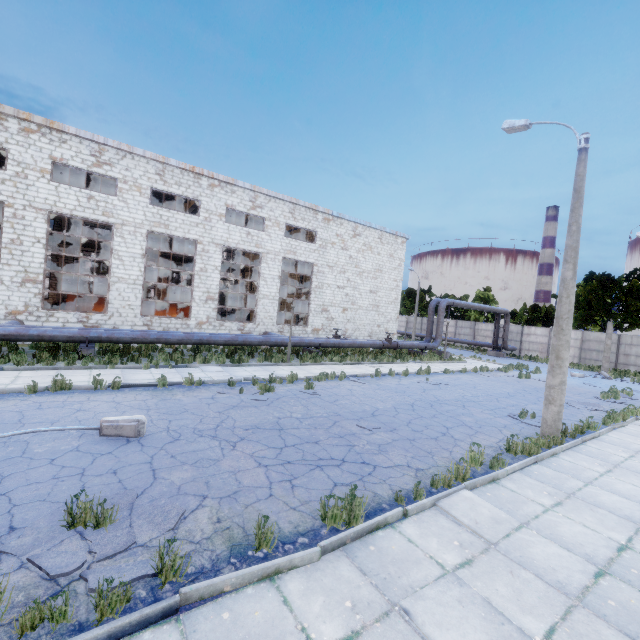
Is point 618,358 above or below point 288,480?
above

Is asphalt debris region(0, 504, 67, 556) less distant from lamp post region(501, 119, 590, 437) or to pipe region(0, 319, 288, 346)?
lamp post region(501, 119, 590, 437)

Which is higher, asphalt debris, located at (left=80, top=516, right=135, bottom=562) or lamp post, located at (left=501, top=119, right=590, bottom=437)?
lamp post, located at (left=501, top=119, right=590, bottom=437)

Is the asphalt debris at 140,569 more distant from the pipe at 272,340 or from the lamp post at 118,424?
the pipe at 272,340

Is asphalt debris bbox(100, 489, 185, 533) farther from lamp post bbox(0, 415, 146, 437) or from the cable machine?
the cable machine

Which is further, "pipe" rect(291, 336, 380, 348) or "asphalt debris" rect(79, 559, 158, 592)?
"pipe" rect(291, 336, 380, 348)

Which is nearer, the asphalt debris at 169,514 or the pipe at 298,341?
the asphalt debris at 169,514

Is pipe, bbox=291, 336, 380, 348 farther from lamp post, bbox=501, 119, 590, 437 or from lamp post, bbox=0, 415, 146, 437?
lamp post, bbox=501, 119, 590, 437
